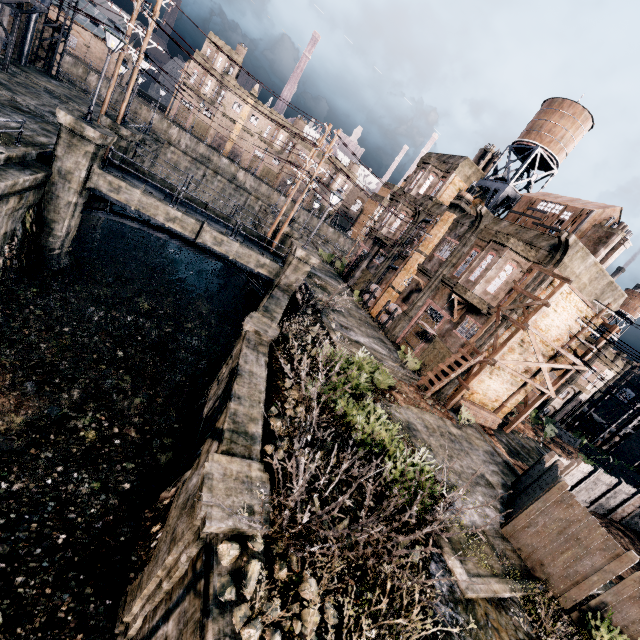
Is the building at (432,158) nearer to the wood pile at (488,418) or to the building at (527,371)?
the building at (527,371)

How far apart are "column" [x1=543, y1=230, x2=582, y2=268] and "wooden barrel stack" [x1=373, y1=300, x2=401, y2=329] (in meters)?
11.05

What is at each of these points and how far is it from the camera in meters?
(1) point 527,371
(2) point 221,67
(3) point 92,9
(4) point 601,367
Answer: (1) building, 22.7
(2) building, 58.3
(3) building, 55.4
(4) building, 33.8

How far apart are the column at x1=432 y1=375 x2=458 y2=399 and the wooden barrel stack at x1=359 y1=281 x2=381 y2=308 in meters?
11.1

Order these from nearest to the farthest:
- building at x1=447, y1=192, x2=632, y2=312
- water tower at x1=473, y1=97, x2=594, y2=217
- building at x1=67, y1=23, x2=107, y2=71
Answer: building at x1=447, y1=192, x2=632, y2=312, water tower at x1=473, y1=97, x2=594, y2=217, building at x1=67, y1=23, x2=107, y2=71

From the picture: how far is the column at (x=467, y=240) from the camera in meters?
23.9 m

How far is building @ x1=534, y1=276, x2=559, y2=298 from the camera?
18.78m

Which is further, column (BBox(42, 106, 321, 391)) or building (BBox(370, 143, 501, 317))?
building (BBox(370, 143, 501, 317))
